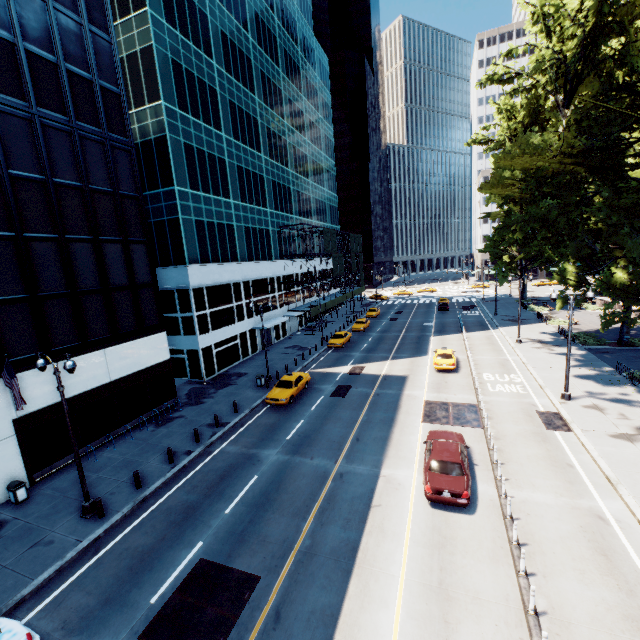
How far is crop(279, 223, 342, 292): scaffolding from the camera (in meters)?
44.69

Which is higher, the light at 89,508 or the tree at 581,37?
the tree at 581,37

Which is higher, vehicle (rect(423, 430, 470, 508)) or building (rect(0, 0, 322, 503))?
building (rect(0, 0, 322, 503))

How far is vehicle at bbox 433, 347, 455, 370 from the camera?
27.83m

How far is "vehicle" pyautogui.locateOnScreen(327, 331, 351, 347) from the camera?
38.3m

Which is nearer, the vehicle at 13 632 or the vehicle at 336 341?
the vehicle at 13 632

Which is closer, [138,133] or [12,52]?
[12,52]

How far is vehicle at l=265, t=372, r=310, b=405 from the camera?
23.86m
